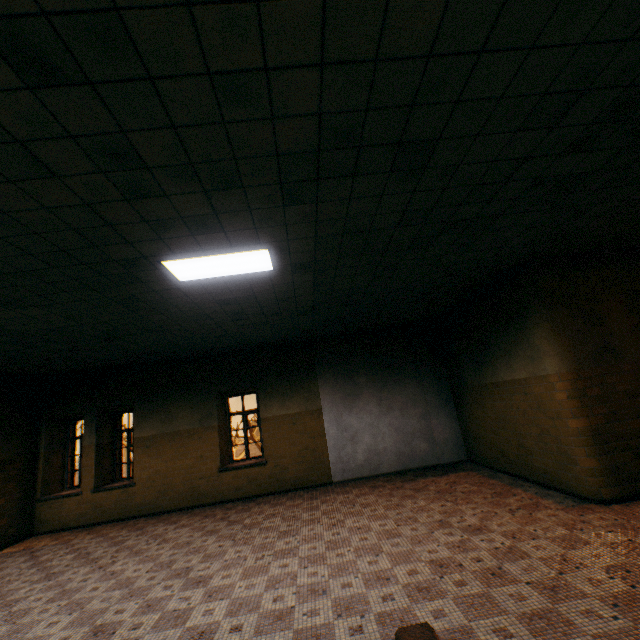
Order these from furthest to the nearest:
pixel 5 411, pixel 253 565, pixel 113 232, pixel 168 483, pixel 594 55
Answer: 1. pixel 168 483
2. pixel 5 411
3. pixel 253 565
4. pixel 113 232
5. pixel 594 55

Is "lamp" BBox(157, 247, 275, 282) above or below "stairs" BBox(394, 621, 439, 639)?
above

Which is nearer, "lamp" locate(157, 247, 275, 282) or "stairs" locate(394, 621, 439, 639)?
"stairs" locate(394, 621, 439, 639)

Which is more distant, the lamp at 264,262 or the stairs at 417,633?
the lamp at 264,262

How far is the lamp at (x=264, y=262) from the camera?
3.90m

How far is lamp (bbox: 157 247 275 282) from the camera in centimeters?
390cm
